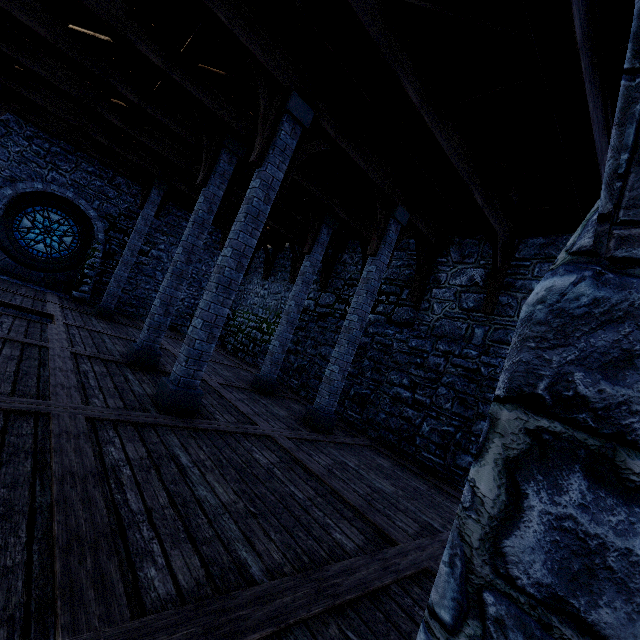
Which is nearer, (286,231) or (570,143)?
(570,143)

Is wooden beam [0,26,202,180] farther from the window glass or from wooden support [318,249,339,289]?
the window glass

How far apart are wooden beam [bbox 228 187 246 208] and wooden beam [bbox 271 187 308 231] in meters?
1.6

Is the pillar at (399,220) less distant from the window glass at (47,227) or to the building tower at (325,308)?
the building tower at (325,308)

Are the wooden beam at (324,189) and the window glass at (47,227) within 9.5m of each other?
no

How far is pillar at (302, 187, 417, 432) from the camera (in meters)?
7.11

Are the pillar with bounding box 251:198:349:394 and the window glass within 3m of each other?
no

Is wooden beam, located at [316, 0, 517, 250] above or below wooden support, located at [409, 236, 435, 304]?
above
